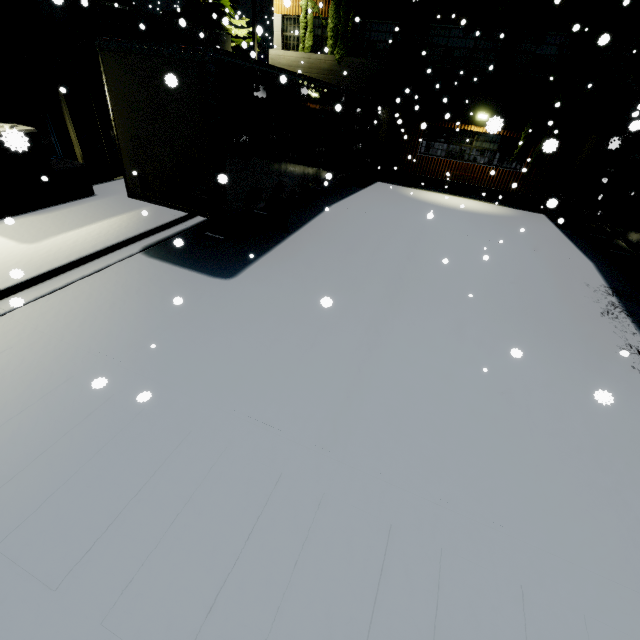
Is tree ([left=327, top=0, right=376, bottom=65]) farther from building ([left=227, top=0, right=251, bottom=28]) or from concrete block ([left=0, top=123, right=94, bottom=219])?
concrete block ([left=0, top=123, right=94, bottom=219])

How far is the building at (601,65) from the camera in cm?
1362

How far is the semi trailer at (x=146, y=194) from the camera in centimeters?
566cm

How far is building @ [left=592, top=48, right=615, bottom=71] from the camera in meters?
13.6

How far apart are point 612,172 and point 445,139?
8.4 meters

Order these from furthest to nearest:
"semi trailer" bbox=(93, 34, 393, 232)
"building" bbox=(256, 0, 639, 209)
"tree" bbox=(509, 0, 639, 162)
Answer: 1. "building" bbox=(256, 0, 639, 209)
2. "tree" bbox=(509, 0, 639, 162)
3. "semi trailer" bbox=(93, 34, 393, 232)

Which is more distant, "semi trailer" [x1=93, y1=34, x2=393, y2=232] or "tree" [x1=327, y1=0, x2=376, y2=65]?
"tree" [x1=327, y1=0, x2=376, y2=65]

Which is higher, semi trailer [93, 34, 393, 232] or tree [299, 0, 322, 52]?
tree [299, 0, 322, 52]
